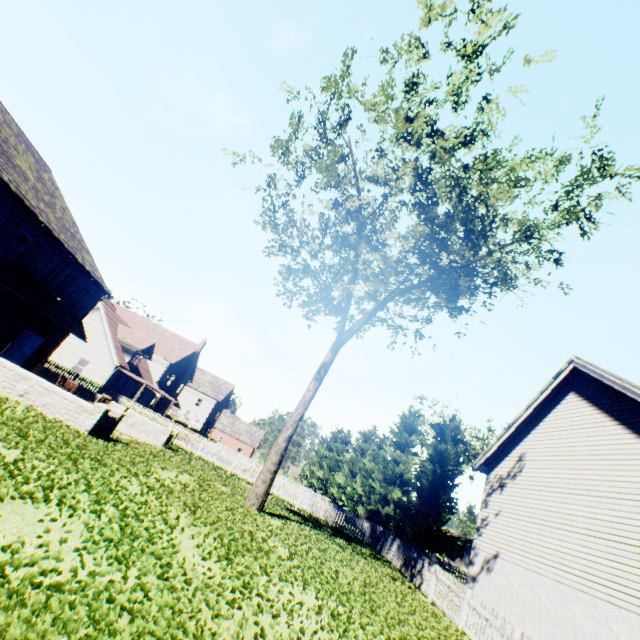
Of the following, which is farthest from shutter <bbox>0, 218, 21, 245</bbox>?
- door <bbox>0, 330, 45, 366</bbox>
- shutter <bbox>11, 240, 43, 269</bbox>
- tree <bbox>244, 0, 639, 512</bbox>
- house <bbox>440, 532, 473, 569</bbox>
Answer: house <bbox>440, 532, 473, 569</bbox>

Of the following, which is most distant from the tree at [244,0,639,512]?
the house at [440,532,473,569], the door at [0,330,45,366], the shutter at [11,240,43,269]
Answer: the door at [0,330,45,366]

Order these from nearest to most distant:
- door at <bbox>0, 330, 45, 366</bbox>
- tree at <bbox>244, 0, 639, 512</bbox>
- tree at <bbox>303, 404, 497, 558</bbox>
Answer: tree at <bbox>244, 0, 639, 512</bbox>, door at <bbox>0, 330, 45, 366</bbox>, tree at <bbox>303, 404, 497, 558</bbox>

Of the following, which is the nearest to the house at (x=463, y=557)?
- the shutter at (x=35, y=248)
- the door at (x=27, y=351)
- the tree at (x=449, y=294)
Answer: the tree at (x=449, y=294)

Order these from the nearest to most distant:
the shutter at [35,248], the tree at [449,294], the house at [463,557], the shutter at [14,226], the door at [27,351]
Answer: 1. the tree at [449,294]
2. the shutter at [14,226]
3. the shutter at [35,248]
4. the door at [27,351]
5. the house at [463,557]

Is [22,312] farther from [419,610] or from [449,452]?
[449,452]

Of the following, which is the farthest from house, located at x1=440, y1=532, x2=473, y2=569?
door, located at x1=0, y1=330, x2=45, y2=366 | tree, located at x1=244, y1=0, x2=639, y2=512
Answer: door, located at x1=0, y1=330, x2=45, y2=366
